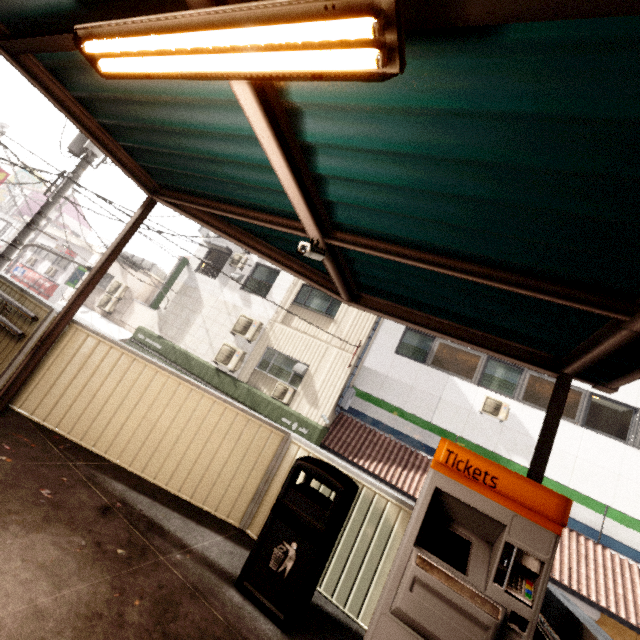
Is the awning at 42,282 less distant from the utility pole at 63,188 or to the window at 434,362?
the utility pole at 63,188

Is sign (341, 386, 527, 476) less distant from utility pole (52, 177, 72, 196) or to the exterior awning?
the exterior awning

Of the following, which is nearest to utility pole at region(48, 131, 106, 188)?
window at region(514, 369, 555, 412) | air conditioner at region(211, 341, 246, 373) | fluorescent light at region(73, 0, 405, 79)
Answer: air conditioner at region(211, 341, 246, 373)

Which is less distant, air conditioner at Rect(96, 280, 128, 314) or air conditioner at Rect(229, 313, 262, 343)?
air conditioner at Rect(229, 313, 262, 343)

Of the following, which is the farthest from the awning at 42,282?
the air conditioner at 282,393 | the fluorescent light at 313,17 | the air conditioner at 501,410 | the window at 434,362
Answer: the air conditioner at 501,410

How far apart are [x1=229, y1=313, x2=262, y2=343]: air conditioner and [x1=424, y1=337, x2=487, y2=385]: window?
6.5 meters

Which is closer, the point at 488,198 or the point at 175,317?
the point at 488,198

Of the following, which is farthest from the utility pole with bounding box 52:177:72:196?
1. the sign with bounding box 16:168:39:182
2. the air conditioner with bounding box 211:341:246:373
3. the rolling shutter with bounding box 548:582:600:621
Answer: the sign with bounding box 16:168:39:182
